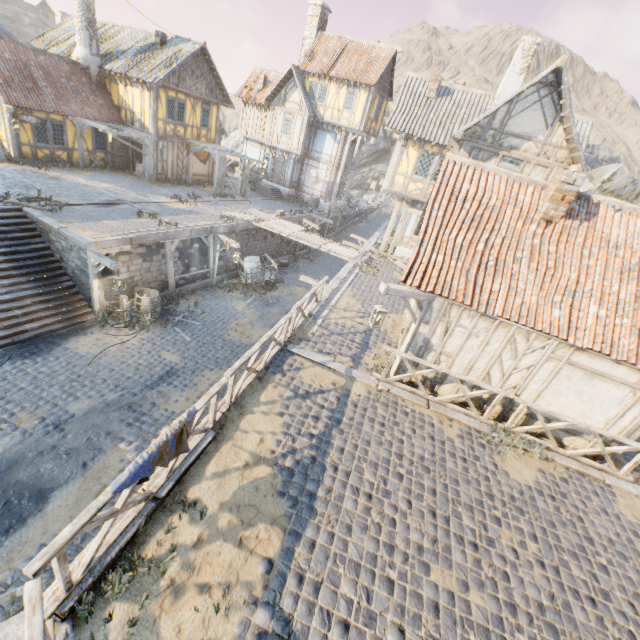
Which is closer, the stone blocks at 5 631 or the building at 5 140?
the stone blocks at 5 631

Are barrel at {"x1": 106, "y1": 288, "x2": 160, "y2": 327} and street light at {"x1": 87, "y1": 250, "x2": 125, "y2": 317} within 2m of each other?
yes

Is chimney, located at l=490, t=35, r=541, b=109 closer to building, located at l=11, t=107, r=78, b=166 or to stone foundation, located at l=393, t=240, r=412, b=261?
stone foundation, located at l=393, t=240, r=412, b=261

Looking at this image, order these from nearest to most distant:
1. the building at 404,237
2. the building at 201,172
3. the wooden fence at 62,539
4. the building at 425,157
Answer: the wooden fence at 62,539, the building at 425,157, the building at 404,237, the building at 201,172

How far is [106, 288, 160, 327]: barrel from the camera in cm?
1328

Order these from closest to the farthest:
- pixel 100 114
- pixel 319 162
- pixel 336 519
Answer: pixel 336 519
pixel 100 114
pixel 319 162

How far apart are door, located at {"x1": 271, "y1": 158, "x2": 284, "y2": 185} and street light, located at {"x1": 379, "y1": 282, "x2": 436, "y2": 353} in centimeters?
2538cm

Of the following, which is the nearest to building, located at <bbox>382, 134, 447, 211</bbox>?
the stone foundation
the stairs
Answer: the stone foundation
